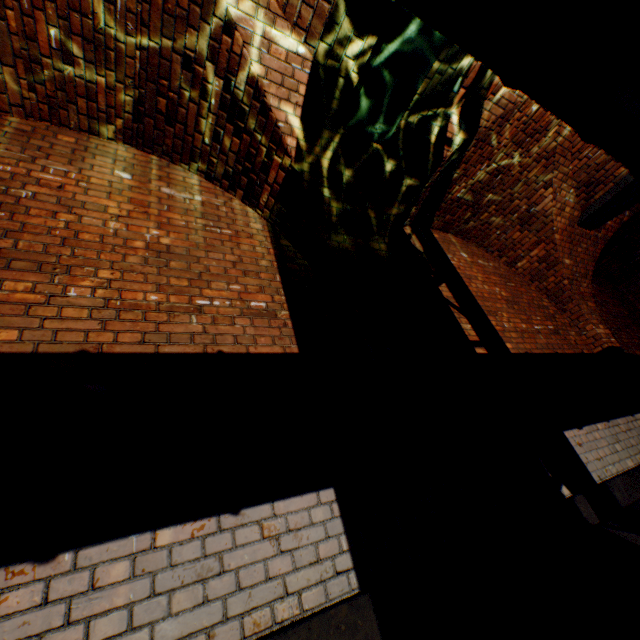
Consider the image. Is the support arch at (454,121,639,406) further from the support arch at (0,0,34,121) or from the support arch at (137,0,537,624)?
the support arch at (0,0,34,121)

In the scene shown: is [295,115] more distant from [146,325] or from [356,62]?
[146,325]

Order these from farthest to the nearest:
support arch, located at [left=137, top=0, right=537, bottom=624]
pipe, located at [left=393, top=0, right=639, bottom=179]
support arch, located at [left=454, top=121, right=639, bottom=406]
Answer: support arch, located at [left=454, top=121, right=639, bottom=406]
support arch, located at [left=137, top=0, right=537, bottom=624]
pipe, located at [left=393, top=0, right=639, bottom=179]

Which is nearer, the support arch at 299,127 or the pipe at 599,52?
the pipe at 599,52

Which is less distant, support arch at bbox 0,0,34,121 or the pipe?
the pipe

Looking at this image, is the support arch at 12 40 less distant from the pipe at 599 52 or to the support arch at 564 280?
the pipe at 599 52

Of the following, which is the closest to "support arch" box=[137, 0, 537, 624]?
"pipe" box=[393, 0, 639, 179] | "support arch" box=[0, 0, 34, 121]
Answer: "support arch" box=[0, 0, 34, 121]

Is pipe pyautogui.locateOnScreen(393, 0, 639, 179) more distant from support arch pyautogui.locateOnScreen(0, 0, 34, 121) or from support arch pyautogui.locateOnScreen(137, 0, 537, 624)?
support arch pyautogui.locateOnScreen(137, 0, 537, 624)
